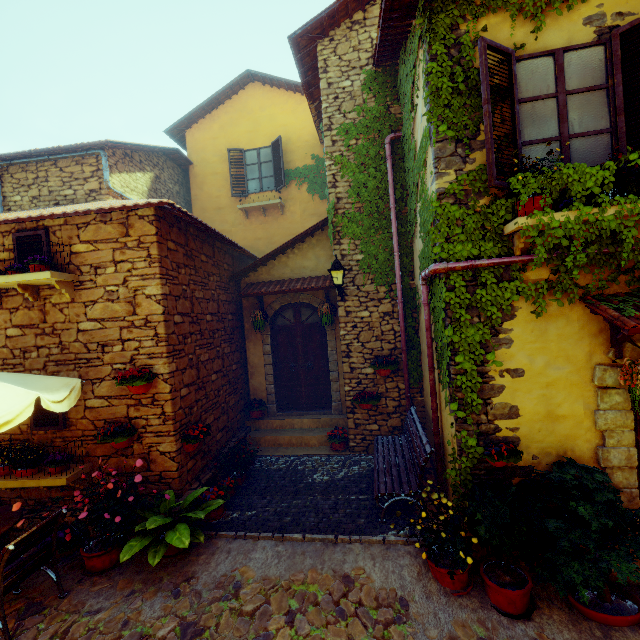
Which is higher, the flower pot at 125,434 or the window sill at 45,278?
the window sill at 45,278

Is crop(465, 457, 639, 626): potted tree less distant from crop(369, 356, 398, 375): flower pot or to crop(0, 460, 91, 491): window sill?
crop(369, 356, 398, 375): flower pot

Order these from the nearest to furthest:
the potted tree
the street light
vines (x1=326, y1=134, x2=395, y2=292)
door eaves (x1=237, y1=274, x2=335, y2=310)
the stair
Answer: the potted tree
the stair
the street light
vines (x1=326, y1=134, x2=395, y2=292)
door eaves (x1=237, y1=274, x2=335, y2=310)

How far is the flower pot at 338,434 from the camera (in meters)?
7.15

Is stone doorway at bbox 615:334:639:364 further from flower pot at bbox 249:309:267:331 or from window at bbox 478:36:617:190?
flower pot at bbox 249:309:267:331

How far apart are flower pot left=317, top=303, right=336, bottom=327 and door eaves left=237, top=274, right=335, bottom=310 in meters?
0.3 m

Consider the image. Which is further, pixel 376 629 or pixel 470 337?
pixel 470 337

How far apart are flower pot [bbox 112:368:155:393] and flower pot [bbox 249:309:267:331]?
3.12m
